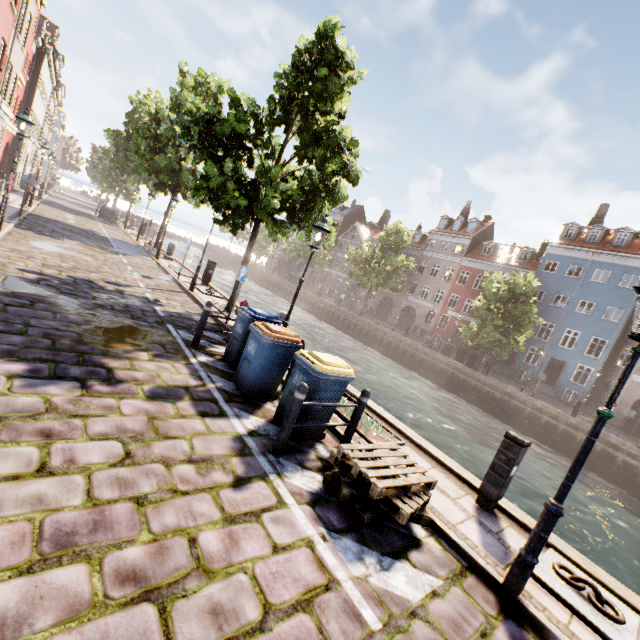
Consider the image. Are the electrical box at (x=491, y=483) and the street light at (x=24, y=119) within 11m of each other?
no

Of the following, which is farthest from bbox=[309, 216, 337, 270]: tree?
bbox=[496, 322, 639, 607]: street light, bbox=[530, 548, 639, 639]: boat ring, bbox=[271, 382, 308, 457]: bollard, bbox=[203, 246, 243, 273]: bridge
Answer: bbox=[271, 382, 308, 457]: bollard

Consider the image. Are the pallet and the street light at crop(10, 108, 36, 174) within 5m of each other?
no

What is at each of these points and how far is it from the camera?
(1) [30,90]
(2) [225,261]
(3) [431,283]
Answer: (1) building, 24.5 meters
(2) bridge, 56.1 meters
(3) building, 40.8 meters

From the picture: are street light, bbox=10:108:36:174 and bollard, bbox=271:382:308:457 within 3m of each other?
no

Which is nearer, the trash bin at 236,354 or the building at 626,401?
the trash bin at 236,354

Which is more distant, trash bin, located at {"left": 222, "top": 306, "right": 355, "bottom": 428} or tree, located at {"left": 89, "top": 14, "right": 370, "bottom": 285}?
tree, located at {"left": 89, "top": 14, "right": 370, "bottom": 285}

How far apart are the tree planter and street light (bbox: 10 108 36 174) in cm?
1165
